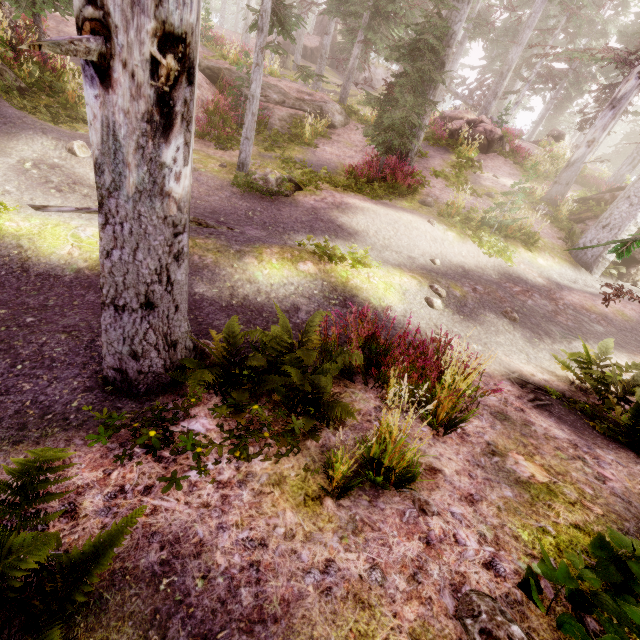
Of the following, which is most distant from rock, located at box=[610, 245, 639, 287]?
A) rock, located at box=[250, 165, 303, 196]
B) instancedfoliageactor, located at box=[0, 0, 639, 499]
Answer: rock, located at box=[250, 165, 303, 196]

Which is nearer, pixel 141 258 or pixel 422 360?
pixel 141 258

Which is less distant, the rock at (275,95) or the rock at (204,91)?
the rock at (204,91)

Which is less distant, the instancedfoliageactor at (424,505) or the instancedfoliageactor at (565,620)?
the instancedfoliageactor at (565,620)

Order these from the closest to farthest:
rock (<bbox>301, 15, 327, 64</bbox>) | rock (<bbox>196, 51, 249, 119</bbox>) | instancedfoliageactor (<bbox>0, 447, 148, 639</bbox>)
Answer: instancedfoliageactor (<bbox>0, 447, 148, 639</bbox>) → rock (<bbox>196, 51, 249, 119</bbox>) → rock (<bbox>301, 15, 327, 64</bbox>)

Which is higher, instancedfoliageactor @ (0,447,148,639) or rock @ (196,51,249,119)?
rock @ (196,51,249,119)

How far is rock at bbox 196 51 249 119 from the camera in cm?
1237

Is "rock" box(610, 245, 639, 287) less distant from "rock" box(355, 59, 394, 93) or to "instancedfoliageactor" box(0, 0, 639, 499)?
"instancedfoliageactor" box(0, 0, 639, 499)
